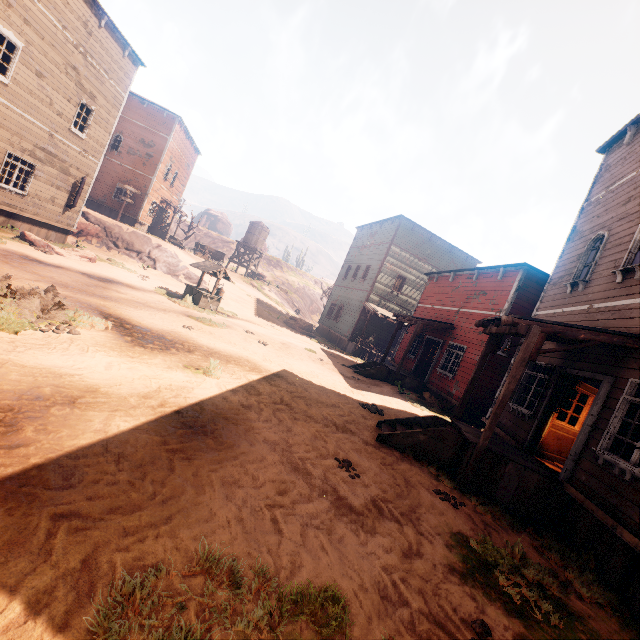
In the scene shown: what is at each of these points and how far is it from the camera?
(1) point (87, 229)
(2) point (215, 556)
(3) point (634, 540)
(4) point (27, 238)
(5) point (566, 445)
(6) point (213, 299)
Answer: (1) rock, 23.1 meters
(2) z, 2.8 meters
(3) building, 4.6 meters
(4) instancedfoliageactor, 13.3 meters
(5) bp, 8.4 meters
(6) well, 16.6 meters

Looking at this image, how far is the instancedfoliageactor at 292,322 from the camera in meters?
25.5

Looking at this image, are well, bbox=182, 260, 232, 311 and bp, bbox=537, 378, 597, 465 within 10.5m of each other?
no

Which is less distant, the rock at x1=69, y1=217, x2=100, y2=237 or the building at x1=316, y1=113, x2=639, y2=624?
the building at x1=316, y1=113, x2=639, y2=624

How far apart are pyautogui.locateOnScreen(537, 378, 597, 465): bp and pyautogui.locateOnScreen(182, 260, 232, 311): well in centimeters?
1410cm

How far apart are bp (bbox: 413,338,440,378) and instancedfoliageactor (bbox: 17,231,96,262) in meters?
17.4 m

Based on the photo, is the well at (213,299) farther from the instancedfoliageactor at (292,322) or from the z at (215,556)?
the instancedfoliageactor at (292,322)

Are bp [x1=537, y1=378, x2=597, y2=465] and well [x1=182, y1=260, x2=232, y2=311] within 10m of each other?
no
